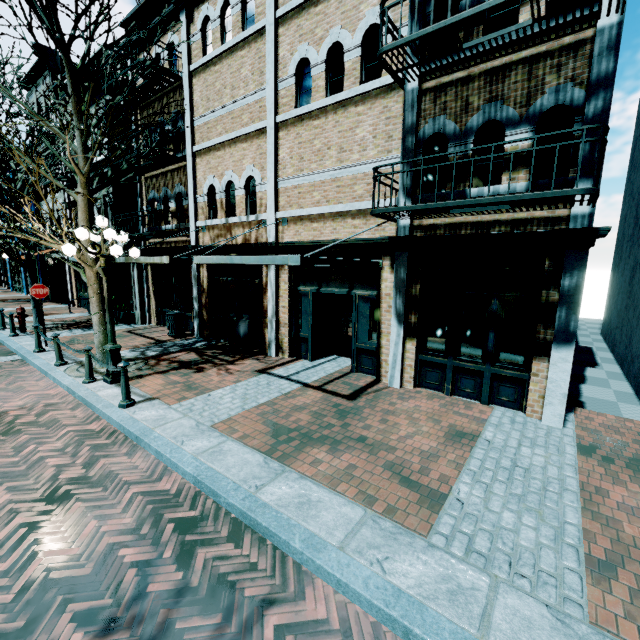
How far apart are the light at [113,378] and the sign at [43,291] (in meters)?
4.63

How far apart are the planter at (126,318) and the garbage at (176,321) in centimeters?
337cm

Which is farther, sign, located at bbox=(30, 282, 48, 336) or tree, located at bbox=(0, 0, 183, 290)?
sign, located at bbox=(30, 282, 48, 336)

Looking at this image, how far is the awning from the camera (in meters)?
5.32

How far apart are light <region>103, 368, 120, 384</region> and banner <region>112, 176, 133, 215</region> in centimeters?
695cm

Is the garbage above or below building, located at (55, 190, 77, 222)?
below

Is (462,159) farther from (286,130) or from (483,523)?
(483,523)

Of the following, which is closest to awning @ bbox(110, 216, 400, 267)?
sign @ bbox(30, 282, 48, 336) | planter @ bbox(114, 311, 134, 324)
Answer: sign @ bbox(30, 282, 48, 336)
